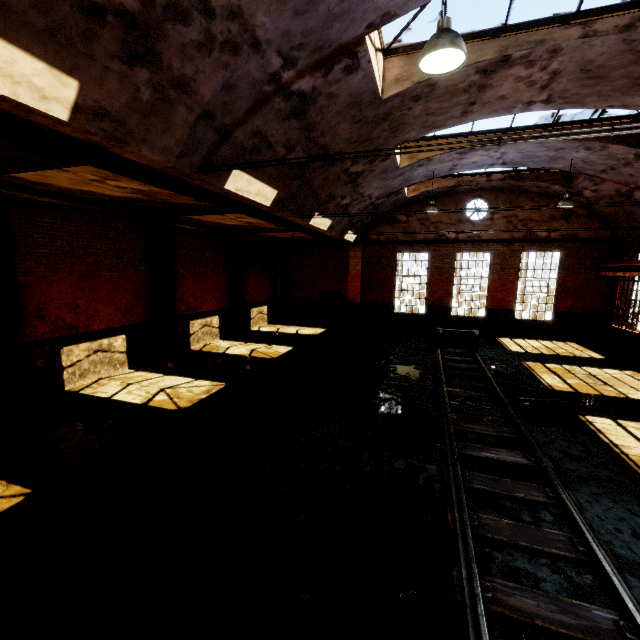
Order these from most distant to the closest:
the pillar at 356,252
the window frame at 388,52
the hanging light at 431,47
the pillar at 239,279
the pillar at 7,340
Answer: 1. the pillar at 356,252
2. the pillar at 239,279
3. the pillar at 7,340
4. the window frame at 388,52
5. the hanging light at 431,47

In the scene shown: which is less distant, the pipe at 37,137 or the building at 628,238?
the pipe at 37,137

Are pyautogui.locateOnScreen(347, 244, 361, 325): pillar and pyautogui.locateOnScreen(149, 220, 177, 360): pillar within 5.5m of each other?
no

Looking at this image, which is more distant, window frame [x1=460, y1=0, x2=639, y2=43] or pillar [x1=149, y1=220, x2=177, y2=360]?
pillar [x1=149, y1=220, x2=177, y2=360]

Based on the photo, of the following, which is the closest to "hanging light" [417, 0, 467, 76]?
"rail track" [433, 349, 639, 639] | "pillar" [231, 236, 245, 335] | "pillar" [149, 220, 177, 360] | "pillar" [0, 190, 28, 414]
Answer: "rail track" [433, 349, 639, 639]

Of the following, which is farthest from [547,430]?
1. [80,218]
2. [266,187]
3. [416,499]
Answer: [80,218]

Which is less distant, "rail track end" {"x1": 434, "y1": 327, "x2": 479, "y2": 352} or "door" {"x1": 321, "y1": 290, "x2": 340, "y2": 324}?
"rail track end" {"x1": 434, "y1": 327, "x2": 479, "y2": 352}

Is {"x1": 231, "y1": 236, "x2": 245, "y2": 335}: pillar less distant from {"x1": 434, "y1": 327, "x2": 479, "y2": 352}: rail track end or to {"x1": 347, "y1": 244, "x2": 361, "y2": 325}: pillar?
{"x1": 347, "y1": 244, "x2": 361, "y2": 325}: pillar
